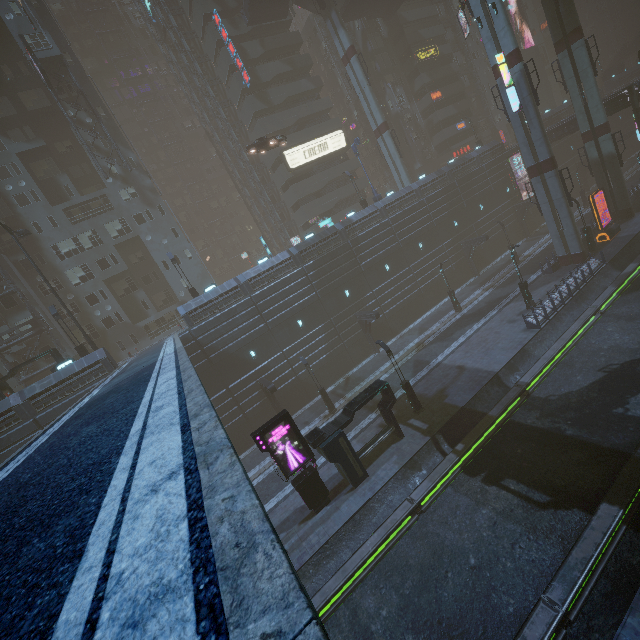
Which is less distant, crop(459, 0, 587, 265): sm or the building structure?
crop(459, 0, 587, 265): sm

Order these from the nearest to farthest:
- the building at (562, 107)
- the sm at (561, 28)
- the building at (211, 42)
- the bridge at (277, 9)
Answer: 1. the building at (211, 42)
2. the sm at (561, 28)
3. the bridge at (277, 9)
4. the building at (562, 107)

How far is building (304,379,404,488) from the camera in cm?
1795

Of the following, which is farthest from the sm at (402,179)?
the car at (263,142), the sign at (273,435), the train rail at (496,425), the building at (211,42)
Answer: the sign at (273,435)

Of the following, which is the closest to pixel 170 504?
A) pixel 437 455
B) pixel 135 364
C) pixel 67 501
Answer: pixel 67 501

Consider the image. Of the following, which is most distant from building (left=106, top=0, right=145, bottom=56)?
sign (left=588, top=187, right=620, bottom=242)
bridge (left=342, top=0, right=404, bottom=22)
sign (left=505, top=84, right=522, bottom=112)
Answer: sign (left=588, top=187, right=620, bottom=242)

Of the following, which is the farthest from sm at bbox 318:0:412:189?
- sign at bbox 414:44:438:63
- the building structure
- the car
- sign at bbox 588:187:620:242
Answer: the building structure

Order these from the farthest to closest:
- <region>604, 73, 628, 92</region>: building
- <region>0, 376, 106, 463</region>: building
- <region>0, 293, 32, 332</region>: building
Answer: <region>604, 73, 628, 92</region>: building
<region>0, 293, 32, 332</region>: building
<region>0, 376, 106, 463</region>: building
